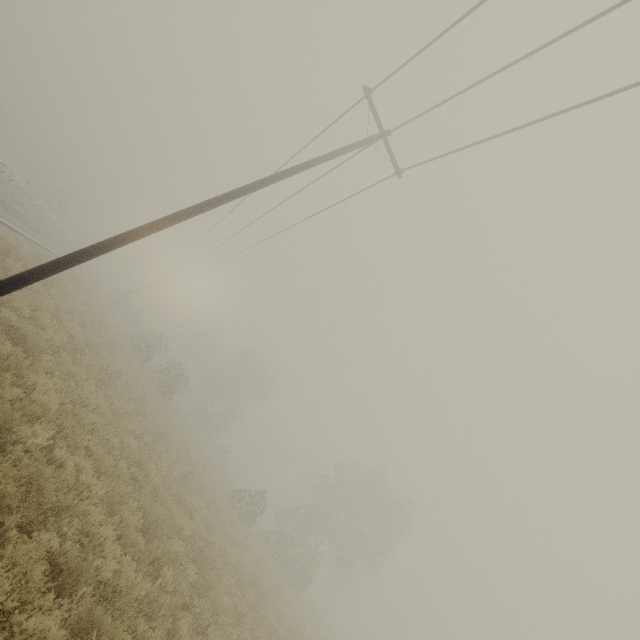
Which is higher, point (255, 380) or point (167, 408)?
point (255, 380)
